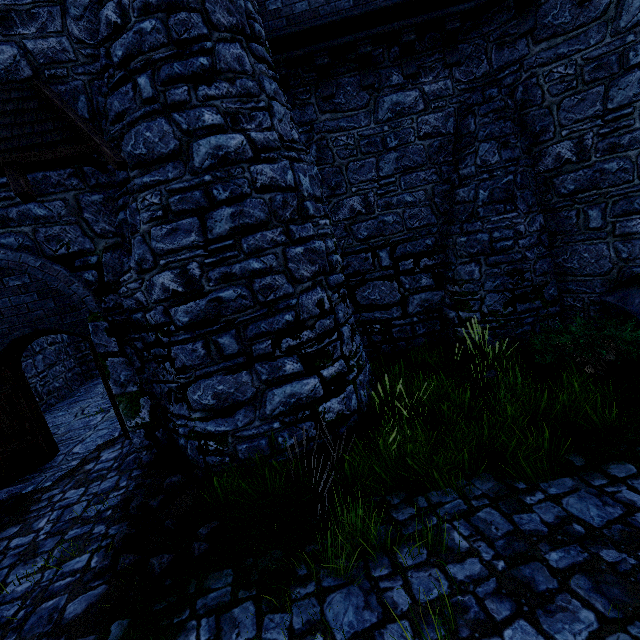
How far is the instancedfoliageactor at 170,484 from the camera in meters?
5.2

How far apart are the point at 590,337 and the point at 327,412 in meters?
5.2

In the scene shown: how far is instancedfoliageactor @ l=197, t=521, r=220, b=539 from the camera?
4.06m

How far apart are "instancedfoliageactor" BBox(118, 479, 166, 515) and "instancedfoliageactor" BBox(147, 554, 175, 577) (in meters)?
1.05

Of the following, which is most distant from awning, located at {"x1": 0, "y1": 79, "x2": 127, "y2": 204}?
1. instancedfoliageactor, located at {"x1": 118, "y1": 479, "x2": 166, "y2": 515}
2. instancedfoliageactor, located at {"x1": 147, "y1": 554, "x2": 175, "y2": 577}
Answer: instancedfoliageactor, located at {"x1": 147, "y1": 554, "x2": 175, "y2": 577}

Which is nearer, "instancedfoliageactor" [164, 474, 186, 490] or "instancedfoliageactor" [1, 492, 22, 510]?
"instancedfoliageactor" [164, 474, 186, 490]

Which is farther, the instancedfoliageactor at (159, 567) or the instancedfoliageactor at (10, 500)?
the instancedfoliageactor at (10, 500)

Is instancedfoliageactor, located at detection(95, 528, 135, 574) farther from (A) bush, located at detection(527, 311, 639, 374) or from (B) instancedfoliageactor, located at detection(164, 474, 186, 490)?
(A) bush, located at detection(527, 311, 639, 374)
